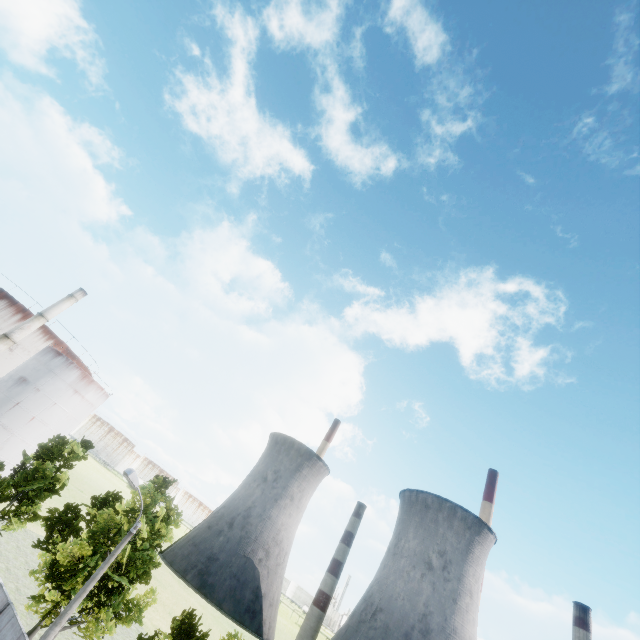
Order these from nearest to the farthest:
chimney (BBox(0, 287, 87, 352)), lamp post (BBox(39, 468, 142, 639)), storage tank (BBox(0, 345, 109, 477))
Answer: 1. lamp post (BBox(39, 468, 142, 639))
2. chimney (BBox(0, 287, 87, 352))
3. storage tank (BBox(0, 345, 109, 477))

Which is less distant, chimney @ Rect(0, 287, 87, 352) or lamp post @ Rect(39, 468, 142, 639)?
lamp post @ Rect(39, 468, 142, 639)

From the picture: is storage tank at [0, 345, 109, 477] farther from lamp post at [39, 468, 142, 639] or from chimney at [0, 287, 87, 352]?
lamp post at [39, 468, 142, 639]

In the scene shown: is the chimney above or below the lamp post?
above

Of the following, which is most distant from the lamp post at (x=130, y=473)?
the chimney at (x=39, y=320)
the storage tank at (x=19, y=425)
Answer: the storage tank at (x=19, y=425)

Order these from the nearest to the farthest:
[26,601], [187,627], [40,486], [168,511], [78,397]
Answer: [187,627] < [168,511] < [40,486] < [26,601] < [78,397]

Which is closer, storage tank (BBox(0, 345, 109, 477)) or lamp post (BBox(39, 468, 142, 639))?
lamp post (BBox(39, 468, 142, 639))
